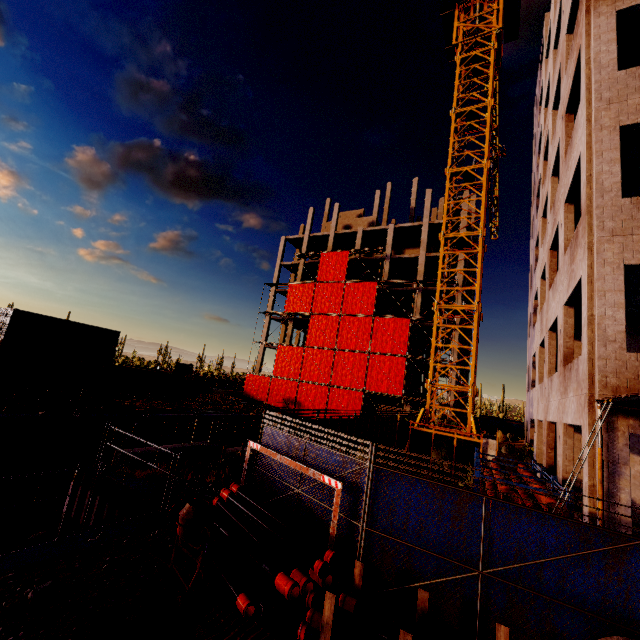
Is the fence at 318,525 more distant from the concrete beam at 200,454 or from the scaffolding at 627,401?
the concrete beam at 200,454

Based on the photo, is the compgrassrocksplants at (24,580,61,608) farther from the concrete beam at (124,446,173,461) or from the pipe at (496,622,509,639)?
the concrete beam at (124,446,173,461)

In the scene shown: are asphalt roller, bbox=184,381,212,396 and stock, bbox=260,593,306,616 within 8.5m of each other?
no

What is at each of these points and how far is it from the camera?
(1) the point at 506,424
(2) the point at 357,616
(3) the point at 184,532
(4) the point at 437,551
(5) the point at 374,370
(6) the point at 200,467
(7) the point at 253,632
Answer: (1) fence, 31.7 meters
(2) pipe, 4.8 meters
(3) concrete mixer, 5.4 meters
(4) fence, 5.5 meters
(5) scaffolding, 33.0 meters
(6) compgrassrocksplants, 11.4 meters
(7) tire tracks, 4.7 meters

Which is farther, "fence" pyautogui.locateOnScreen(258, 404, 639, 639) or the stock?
the stock

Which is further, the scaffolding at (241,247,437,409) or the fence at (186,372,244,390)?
the fence at (186,372,244,390)

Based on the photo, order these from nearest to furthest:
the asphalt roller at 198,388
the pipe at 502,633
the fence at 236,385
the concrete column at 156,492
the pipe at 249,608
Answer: the pipe at 502,633 < the pipe at 249,608 < the concrete column at 156,492 < the asphalt roller at 198,388 < the fence at 236,385

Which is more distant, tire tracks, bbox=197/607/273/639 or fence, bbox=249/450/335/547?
fence, bbox=249/450/335/547
